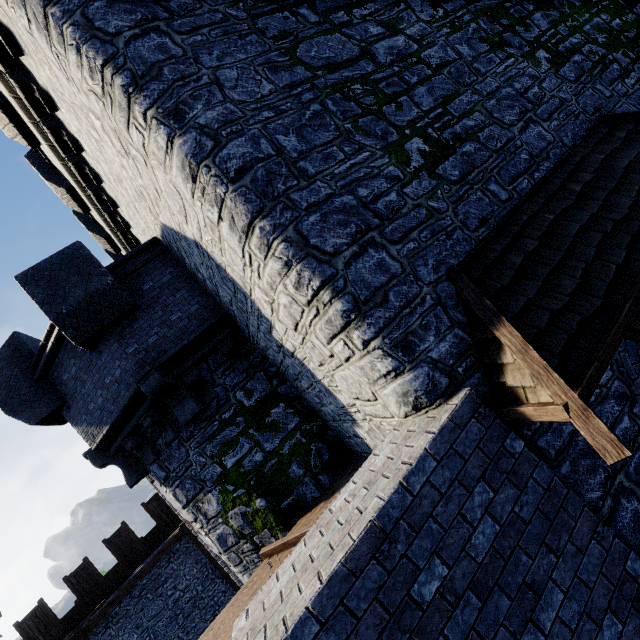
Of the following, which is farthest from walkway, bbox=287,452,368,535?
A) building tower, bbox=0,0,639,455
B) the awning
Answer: the awning

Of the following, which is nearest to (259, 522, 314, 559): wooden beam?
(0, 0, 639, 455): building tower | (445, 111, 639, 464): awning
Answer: (0, 0, 639, 455): building tower

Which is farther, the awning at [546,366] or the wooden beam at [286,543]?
the wooden beam at [286,543]

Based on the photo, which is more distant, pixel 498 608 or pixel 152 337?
pixel 152 337

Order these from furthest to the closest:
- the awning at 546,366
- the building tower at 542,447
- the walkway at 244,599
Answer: the walkway at 244,599, the building tower at 542,447, the awning at 546,366

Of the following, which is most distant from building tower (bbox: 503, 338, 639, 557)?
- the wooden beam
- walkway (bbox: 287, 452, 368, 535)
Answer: the wooden beam

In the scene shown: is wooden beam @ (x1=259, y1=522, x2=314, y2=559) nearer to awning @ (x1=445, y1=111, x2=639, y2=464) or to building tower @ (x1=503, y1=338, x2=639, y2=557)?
building tower @ (x1=503, y1=338, x2=639, y2=557)

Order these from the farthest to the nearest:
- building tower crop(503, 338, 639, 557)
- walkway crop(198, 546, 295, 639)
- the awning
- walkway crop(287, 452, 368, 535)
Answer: walkway crop(287, 452, 368, 535) < walkway crop(198, 546, 295, 639) < building tower crop(503, 338, 639, 557) < the awning
